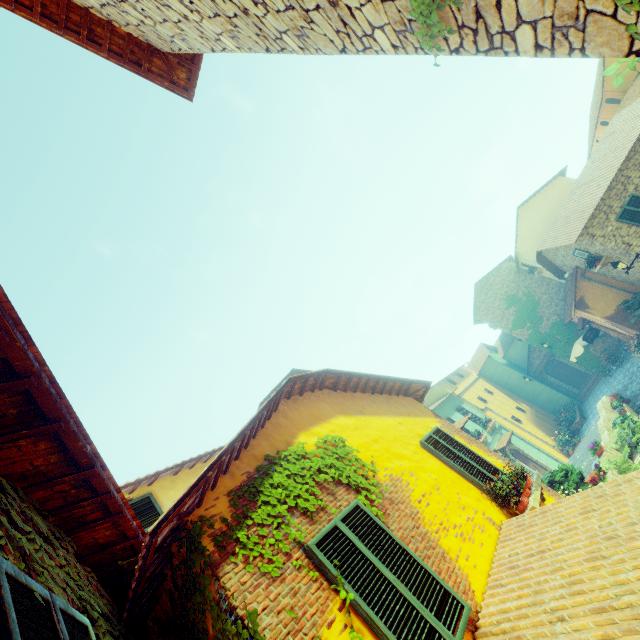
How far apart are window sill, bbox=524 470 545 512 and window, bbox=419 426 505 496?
0.31m

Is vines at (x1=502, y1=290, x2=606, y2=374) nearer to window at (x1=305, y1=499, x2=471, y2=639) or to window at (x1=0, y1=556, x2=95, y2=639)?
window at (x1=305, y1=499, x2=471, y2=639)

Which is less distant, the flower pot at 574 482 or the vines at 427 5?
the vines at 427 5

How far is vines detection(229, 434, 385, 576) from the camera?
3.5m

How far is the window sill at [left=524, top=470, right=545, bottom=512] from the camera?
5.3 meters

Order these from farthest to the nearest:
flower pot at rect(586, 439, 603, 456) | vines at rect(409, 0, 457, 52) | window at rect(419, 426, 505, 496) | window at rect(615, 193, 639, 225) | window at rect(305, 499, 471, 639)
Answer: window at rect(615, 193, 639, 225) → flower pot at rect(586, 439, 603, 456) → window at rect(419, 426, 505, 496) → window at rect(305, 499, 471, 639) → vines at rect(409, 0, 457, 52)

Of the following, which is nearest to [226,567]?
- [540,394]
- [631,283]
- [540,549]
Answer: [540,549]

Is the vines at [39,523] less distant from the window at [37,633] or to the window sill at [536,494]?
the window at [37,633]
